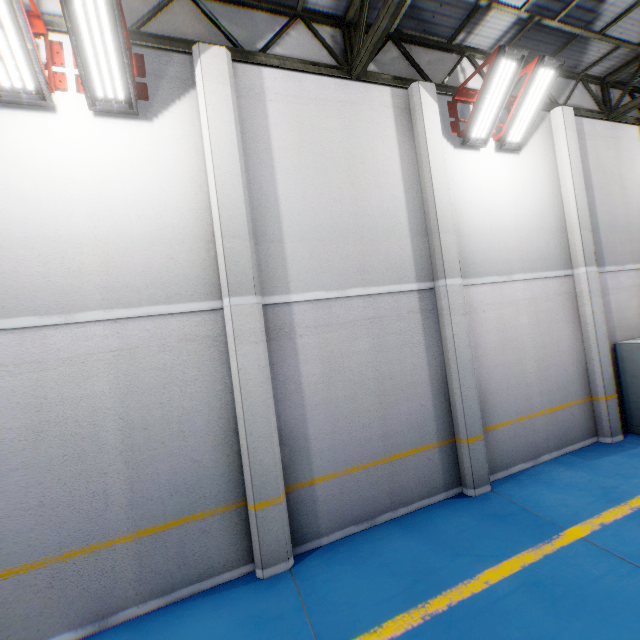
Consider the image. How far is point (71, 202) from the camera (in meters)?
4.35

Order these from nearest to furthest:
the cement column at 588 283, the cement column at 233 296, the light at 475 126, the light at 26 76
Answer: the light at 26 76 → the cement column at 233 296 → the light at 475 126 → the cement column at 588 283

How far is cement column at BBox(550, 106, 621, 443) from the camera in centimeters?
747cm

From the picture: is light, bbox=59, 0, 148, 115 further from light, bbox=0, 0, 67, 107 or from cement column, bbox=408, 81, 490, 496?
cement column, bbox=408, 81, 490, 496

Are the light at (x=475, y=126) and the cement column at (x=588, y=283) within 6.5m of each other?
yes

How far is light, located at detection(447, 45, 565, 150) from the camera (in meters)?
5.88

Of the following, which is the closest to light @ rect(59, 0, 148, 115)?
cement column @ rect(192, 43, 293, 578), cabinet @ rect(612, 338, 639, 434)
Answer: cement column @ rect(192, 43, 293, 578)

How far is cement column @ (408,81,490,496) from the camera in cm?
607
